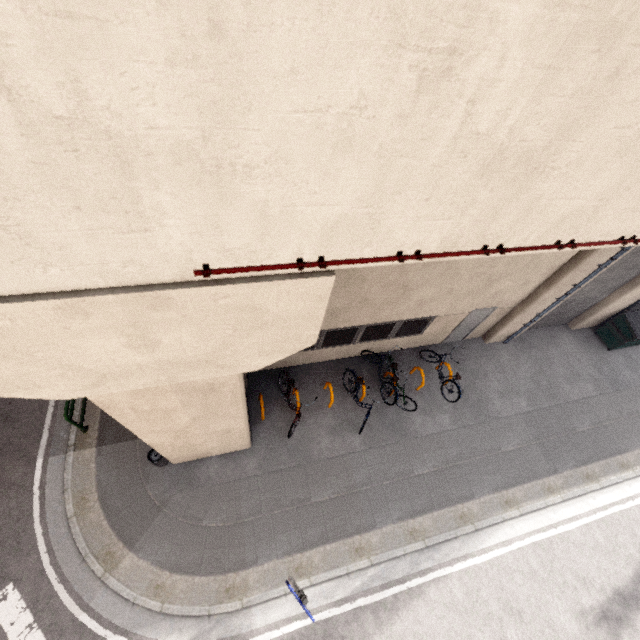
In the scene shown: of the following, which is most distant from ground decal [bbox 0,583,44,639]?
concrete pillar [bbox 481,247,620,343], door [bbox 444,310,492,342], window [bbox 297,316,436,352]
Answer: concrete pillar [bbox 481,247,620,343]

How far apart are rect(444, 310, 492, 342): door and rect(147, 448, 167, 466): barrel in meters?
9.4 m

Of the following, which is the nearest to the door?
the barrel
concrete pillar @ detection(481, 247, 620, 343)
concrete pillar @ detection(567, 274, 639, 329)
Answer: concrete pillar @ detection(481, 247, 620, 343)

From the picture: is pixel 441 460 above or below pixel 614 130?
below

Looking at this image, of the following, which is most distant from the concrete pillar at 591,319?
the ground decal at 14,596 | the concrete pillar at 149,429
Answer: the ground decal at 14,596

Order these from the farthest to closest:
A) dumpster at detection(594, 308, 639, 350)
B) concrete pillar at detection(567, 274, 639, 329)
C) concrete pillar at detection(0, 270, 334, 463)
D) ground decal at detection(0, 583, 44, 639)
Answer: dumpster at detection(594, 308, 639, 350), concrete pillar at detection(567, 274, 639, 329), ground decal at detection(0, 583, 44, 639), concrete pillar at detection(0, 270, 334, 463)

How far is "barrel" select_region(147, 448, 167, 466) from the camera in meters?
7.7

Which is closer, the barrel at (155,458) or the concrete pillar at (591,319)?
the barrel at (155,458)
